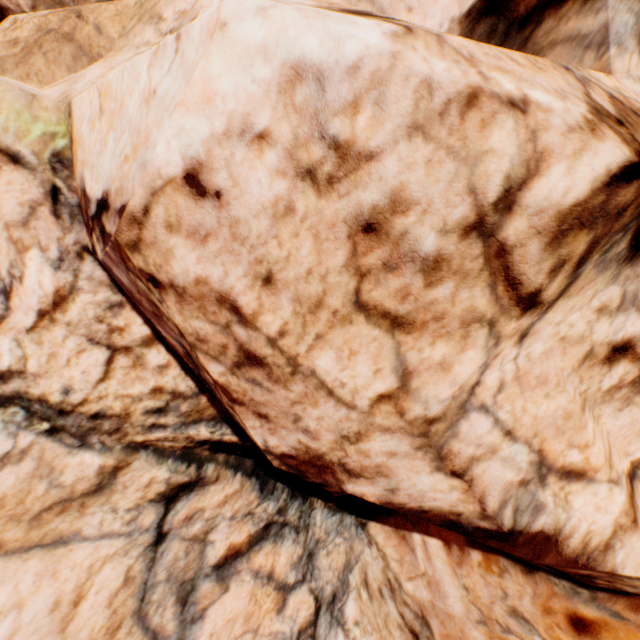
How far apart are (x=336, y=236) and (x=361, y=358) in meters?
1.5
